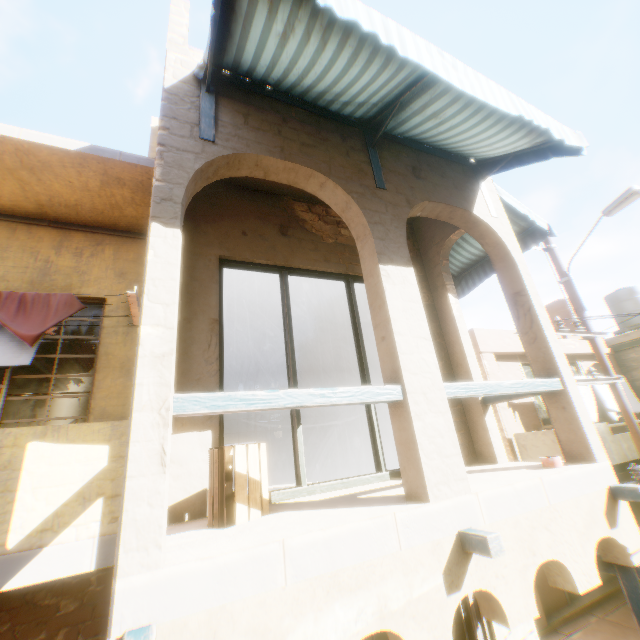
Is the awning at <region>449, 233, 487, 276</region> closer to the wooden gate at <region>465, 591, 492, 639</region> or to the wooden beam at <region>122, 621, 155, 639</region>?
the wooden gate at <region>465, 591, 492, 639</region>

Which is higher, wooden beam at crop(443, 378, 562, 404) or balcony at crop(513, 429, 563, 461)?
wooden beam at crop(443, 378, 562, 404)

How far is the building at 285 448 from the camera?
8.08m

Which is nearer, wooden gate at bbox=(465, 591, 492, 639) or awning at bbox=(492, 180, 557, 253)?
wooden gate at bbox=(465, 591, 492, 639)

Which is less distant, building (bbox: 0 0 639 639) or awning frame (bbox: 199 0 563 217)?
building (bbox: 0 0 639 639)

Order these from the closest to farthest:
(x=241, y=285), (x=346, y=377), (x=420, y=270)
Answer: (x=420, y=270) < (x=241, y=285) < (x=346, y=377)

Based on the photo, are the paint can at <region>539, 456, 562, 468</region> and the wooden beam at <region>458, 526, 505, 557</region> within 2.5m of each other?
yes

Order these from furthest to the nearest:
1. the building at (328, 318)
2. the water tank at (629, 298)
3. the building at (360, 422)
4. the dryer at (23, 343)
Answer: the water tank at (629, 298), the building at (328, 318), the building at (360, 422), the dryer at (23, 343)
